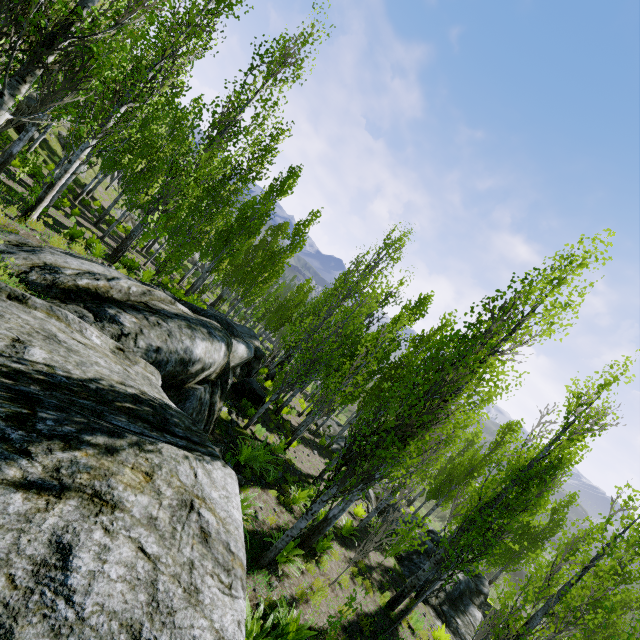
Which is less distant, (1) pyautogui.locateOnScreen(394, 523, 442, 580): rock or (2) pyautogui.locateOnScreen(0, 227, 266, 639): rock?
(2) pyautogui.locateOnScreen(0, 227, 266, 639): rock

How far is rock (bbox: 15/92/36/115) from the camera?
20.8m

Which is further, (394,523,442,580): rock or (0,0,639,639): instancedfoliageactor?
(394,523,442,580): rock

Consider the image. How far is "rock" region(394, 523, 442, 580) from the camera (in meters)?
13.67

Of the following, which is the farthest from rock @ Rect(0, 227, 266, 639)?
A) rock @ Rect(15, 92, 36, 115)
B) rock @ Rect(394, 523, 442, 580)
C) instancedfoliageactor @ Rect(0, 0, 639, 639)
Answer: rock @ Rect(15, 92, 36, 115)

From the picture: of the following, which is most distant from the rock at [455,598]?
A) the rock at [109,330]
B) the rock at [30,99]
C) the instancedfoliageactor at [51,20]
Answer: the rock at [109,330]

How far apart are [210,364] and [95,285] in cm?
291
